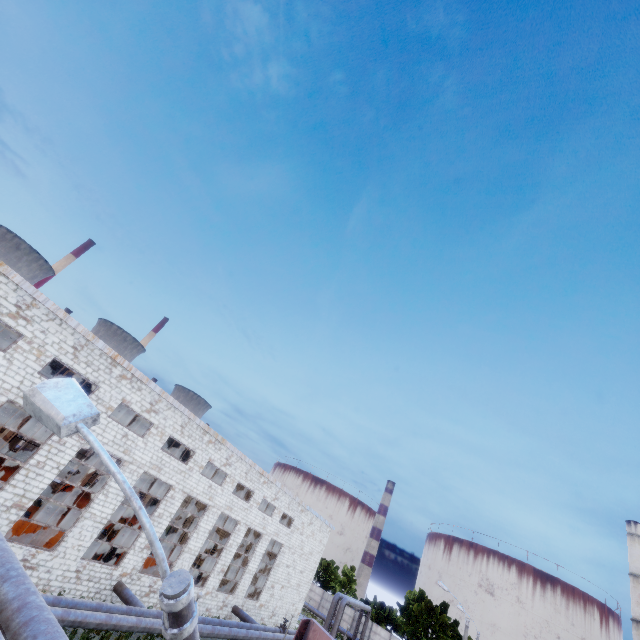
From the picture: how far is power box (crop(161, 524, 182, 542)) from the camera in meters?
39.6

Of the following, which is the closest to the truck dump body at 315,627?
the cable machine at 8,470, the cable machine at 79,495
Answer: the cable machine at 8,470

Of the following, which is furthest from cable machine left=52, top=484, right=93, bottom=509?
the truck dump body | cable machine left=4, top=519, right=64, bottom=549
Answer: the truck dump body

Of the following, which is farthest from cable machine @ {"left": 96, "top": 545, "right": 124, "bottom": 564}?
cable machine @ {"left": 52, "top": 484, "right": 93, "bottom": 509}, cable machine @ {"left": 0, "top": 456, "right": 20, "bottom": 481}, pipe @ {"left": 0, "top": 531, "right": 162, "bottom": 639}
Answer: cable machine @ {"left": 0, "top": 456, "right": 20, "bottom": 481}

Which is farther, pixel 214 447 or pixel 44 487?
pixel 214 447

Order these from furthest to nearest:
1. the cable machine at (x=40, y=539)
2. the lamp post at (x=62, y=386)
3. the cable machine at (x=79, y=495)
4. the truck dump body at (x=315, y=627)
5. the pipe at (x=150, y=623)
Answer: the cable machine at (x=79, y=495)
the cable machine at (x=40, y=539)
the truck dump body at (x=315, y=627)
the pipe at (x=150, y=623)
the lamp post at (x=62, y=386)

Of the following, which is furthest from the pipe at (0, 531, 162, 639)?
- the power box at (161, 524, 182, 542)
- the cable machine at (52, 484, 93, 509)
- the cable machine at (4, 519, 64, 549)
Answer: the power box at (161, 524, 182, 542)

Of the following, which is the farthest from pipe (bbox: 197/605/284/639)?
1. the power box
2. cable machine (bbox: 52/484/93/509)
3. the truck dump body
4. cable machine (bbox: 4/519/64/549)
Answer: the power box
